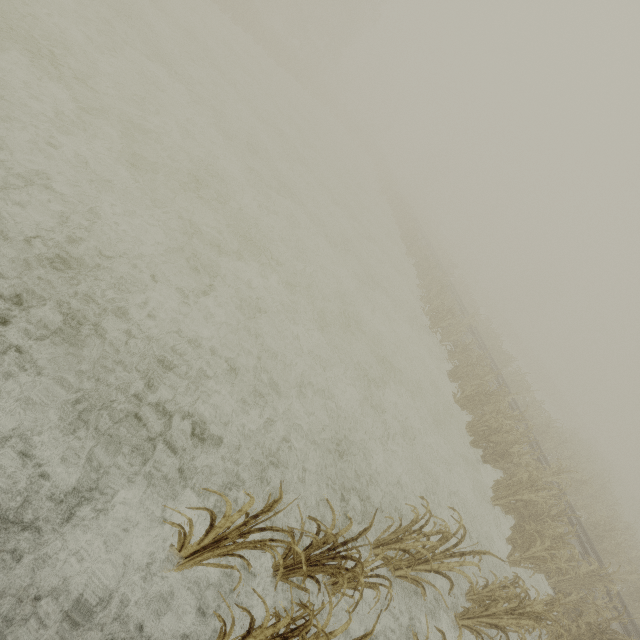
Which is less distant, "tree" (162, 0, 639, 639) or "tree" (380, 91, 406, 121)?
"tree" (162, 0, 639, 639)

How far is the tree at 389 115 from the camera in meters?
56.7

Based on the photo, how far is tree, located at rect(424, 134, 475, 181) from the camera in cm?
5650

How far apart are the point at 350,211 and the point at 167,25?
12.2m
